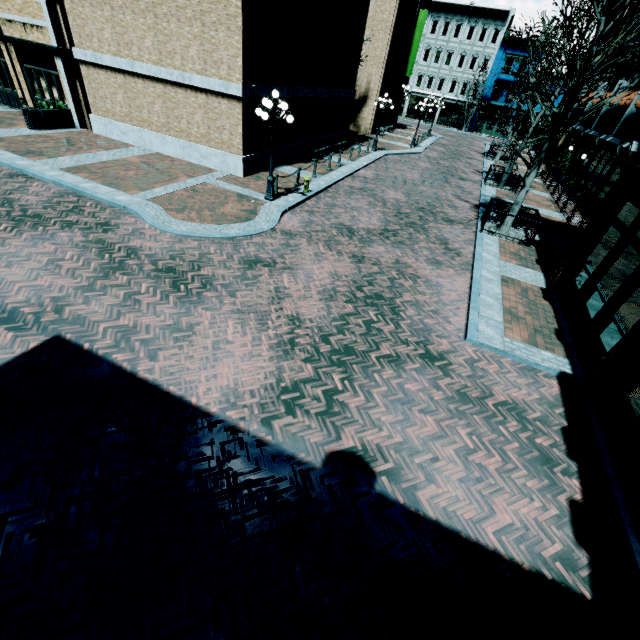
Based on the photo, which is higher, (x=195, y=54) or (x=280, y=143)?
(x=195, y=54)

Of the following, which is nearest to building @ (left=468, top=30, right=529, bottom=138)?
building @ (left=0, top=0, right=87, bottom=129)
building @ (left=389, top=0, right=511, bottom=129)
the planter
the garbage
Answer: building @ (left=389, top=0, right=511, bottom=129)

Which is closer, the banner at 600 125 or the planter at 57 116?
the planter at 57 116

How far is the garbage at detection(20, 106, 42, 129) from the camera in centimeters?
1528cm

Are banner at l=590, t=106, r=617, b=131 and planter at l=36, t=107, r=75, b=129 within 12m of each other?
no

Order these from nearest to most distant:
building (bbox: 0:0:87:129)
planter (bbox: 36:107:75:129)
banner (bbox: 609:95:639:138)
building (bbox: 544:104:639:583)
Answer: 1. building (bbox: 544:104:639:583)
2. building (bbox: 0:0:87:129)
3. planter (bbox: 36:107:75:129)
4. banner (bbox: 609:95:639:138)

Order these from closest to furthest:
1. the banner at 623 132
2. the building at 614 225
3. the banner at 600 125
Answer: the building at 614 225
the banner at 623 132
the banner at 600 125

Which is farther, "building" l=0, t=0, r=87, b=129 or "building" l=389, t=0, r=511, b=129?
"building" l=389, t=0, r=511, b=129
